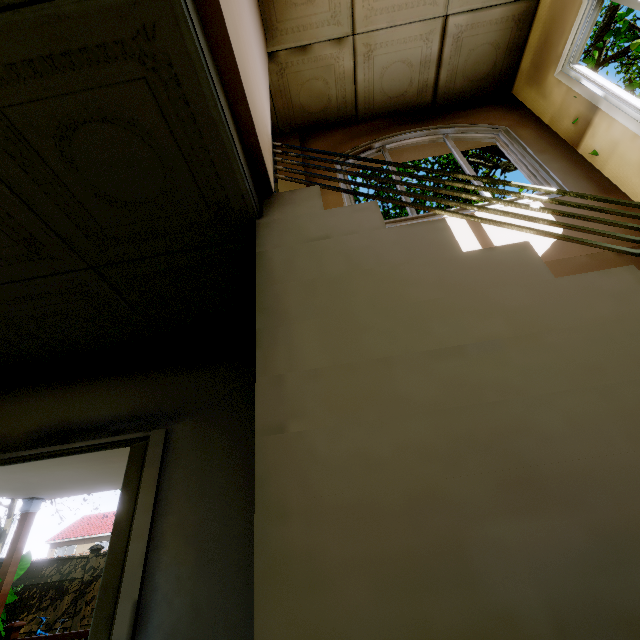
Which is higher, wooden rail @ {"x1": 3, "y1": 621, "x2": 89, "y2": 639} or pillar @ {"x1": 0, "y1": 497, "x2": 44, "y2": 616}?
pillar @ {"x1": 0, "y1": 497, "x2": 44, "y2": 616}

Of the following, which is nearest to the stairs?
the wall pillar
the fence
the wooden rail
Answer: the wall pillar

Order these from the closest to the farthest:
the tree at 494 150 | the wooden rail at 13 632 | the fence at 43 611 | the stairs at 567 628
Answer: the stairs at 567 628, the wooden rail at 13 632, the tree at 494 150, the fence at 43 611

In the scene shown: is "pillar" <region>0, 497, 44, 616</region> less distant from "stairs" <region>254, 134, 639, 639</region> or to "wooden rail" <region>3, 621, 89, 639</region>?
"wooden rail" <region>3, 621, 89, 639</region>

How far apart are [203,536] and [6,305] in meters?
1.8

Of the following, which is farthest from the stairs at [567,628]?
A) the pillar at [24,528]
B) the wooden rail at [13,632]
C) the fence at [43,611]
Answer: the fence at [43,611]

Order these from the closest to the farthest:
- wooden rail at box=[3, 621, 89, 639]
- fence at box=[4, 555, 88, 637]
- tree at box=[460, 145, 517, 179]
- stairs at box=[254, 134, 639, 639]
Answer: stairs at box=[254, 134, 639, 639]
wooden rail at box=[3, 621, 89, 639]
tree at box=[460, 145, 517, 179]
fence at box=[4, 555, 88, 637]

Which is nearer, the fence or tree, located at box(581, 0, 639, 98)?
tree, located at box(581, 0, 639, 98)
